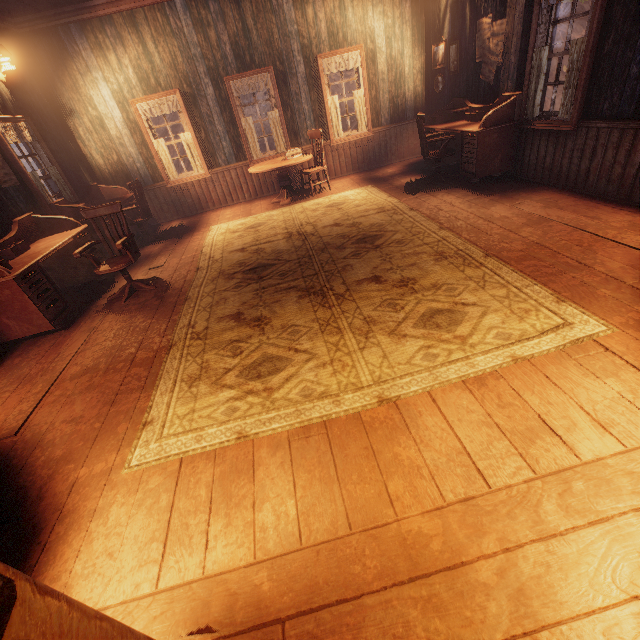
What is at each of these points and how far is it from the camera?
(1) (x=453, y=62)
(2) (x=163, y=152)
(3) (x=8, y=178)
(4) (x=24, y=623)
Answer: (1) photos, 6.2 meters
(2) curtain, 7.2 meters
(3) poster, 4.8 meters
(4) bp, 0.8 meters

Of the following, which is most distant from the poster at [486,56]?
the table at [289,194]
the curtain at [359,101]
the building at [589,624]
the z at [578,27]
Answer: the z at [578,27]

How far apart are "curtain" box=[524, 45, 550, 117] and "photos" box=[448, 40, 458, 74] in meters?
2.0

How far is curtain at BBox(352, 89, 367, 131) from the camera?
7.3 meters

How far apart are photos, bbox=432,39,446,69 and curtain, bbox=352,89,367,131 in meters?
1.5 m

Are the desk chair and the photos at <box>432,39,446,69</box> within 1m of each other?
no

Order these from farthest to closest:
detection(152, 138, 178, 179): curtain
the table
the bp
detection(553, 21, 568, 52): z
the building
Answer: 1. detection(553, 21, 568, 52): z
2. detection(152, 138, 178, 179): curtain
3. the table
4. the building
5. the bp

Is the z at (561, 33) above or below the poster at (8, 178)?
above
